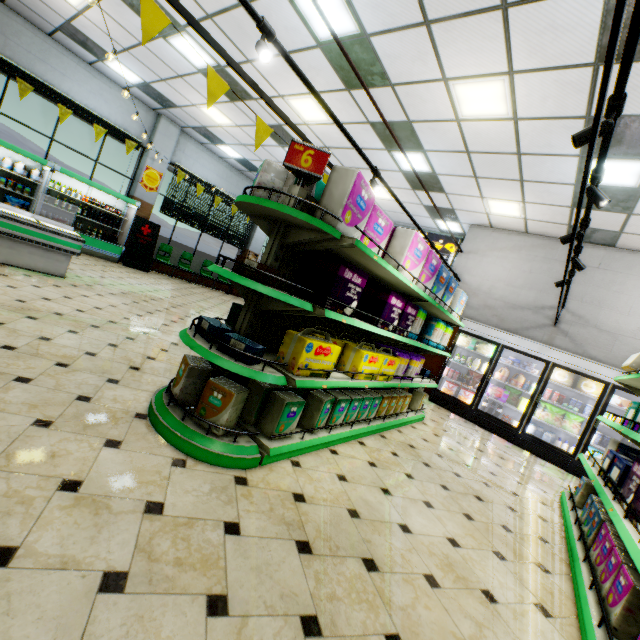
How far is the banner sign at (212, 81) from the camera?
2.5m

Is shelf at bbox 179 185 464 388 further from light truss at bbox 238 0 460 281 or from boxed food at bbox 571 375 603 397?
boxed food at bbox 571 375 603 397

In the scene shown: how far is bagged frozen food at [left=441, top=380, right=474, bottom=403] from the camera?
7.87m

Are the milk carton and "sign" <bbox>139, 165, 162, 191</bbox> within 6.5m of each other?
no

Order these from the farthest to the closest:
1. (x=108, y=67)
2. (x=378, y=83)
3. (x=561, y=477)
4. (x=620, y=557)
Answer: (x=108, y=67), (x=561, y=477), (x=378, y=83), (x=620, y=557)

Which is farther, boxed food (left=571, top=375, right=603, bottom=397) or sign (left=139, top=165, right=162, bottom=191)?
sign (left=139, top=165, right=162, bottom=191)

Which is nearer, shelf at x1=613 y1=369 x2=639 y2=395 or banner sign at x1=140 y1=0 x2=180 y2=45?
banner sign at x1=140 y1=0 x2=180 y2=45

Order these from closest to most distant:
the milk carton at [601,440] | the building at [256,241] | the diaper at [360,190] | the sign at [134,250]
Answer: the diaper at [360,190]
the milk carton at [601,440]
the sign at [134,250]
the building at [256,241]
